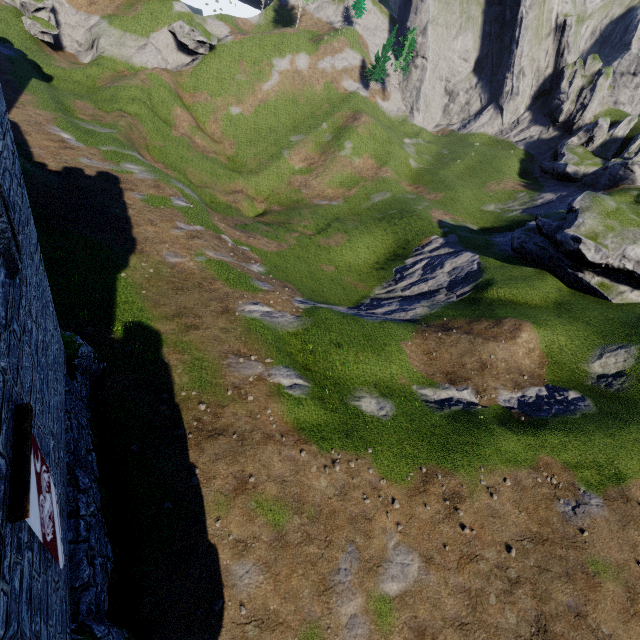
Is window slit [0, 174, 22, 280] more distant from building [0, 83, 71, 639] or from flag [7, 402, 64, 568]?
flag [7, 402, 64, 568]

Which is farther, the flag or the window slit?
the window slit

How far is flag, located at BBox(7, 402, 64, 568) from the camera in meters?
4.3

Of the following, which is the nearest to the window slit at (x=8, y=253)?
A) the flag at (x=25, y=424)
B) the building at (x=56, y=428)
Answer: the building at (x=56, y=428)

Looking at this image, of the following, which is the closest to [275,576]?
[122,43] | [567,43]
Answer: [122,43]

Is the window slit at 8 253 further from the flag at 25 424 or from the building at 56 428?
the flag at 25 424

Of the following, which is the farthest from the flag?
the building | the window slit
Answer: the window slit
